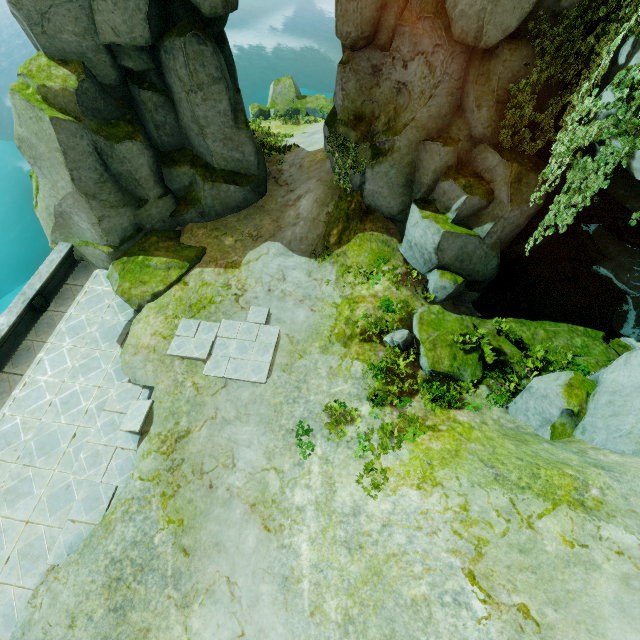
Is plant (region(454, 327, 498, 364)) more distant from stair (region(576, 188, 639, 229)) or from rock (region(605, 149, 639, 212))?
stair (region(576, 188, 639, 229))

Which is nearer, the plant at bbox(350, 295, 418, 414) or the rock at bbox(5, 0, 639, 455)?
the rock at bbox(5, 0, 639, 455)

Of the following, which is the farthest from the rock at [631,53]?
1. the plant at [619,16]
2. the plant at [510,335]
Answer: the plant at [510,335]

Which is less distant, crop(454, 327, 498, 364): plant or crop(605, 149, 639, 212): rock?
crop(605, 149, 639, 212): rock

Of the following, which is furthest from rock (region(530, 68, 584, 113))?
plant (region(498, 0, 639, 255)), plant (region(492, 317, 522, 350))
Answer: plant (region(492, 317, 522, 350))

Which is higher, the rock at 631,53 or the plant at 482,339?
the rock at 631,53

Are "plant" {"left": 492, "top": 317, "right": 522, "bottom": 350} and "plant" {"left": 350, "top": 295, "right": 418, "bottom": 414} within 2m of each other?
no

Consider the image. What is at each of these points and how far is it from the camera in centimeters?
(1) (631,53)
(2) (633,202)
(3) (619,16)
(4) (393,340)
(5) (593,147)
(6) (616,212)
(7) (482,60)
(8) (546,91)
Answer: (1) rock, 722cm
(2) rock, 771cm
(3) plant, 733cm
(4) plant, 1113cm
(5) rock, 825cm
(6) stair, 1562cm
(7) rock, 945cm
(8) rock, 957cm
